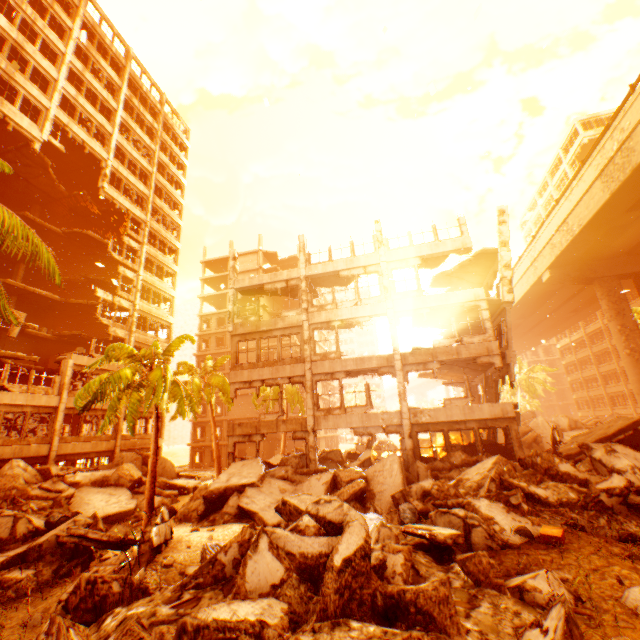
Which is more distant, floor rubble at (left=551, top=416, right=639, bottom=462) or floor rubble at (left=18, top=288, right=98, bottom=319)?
floor rubble at (left=18, top=288, right=98, bottom=319)

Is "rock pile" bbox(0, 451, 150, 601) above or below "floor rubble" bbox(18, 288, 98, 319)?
below

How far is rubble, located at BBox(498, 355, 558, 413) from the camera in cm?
4341

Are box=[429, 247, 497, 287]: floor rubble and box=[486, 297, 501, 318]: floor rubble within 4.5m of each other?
yes

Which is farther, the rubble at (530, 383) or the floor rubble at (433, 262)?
the rubble at (530, 383)

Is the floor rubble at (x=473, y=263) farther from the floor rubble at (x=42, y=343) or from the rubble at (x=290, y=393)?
the floor rubble at (x=42, y=343)

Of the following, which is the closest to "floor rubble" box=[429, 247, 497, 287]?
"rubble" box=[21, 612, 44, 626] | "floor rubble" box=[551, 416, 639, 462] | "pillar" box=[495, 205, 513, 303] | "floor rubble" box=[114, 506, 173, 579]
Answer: "pillar" box=[495, 205, 513, 303]

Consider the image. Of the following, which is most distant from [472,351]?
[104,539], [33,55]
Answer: [33,55]
